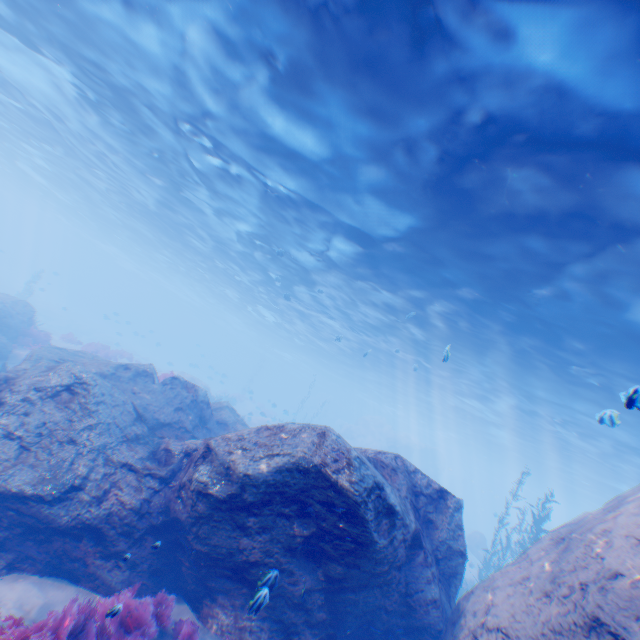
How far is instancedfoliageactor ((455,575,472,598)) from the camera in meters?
15.8 m

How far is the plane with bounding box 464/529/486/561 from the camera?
27.7 meters

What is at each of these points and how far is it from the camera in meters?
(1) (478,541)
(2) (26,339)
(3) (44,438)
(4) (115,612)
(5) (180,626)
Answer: (1) plane, 28.2
(2) instancedfoliageactor, 18.3
(3) rock, 7.1
(4) instancedfoliageactor, 4.2
(5) instancedfoliageactor, 5.5

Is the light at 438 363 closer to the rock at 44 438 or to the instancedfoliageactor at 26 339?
the rock at 44 438

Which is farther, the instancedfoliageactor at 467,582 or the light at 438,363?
the instancedfoliageactor at 467,582

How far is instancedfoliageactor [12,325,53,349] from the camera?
17.9 meters

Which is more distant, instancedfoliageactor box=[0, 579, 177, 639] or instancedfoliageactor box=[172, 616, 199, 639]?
instancedfoliageactor box=[172, 616, 199, 639]

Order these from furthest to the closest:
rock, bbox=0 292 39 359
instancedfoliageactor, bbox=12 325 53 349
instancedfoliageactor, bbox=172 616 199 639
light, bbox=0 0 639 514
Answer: instancedfoliageactor, bbox=12 325 53 349, rock, bbox=0 292 39 359, light, bbox=0 0 639 514, instancedfoliageactor, bbox=172 616 199 639
